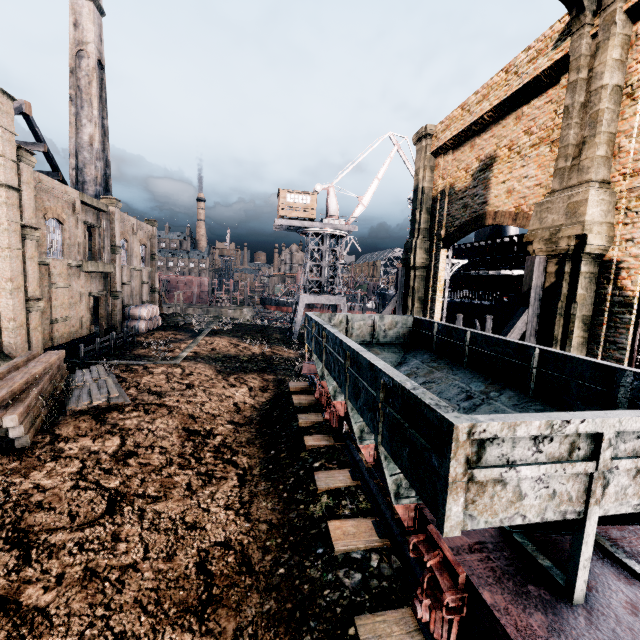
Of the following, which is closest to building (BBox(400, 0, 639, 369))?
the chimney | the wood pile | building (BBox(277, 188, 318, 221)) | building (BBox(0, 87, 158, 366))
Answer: the wood pile

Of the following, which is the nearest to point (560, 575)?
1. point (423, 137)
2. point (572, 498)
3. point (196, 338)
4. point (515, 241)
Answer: point (572, 498)

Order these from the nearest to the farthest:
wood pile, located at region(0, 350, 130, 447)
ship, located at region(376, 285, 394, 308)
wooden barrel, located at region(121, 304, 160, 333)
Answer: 1. wood pile, located at region(0, 350, 130, 447)
2. wooden barrel, located at region(121, 304, 160, 333)
3. ship, located at region(376, 285, 394, 308)

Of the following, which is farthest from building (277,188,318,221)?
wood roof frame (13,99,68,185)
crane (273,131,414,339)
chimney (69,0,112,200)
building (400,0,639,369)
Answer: wood roof frame (13,99,68,185)

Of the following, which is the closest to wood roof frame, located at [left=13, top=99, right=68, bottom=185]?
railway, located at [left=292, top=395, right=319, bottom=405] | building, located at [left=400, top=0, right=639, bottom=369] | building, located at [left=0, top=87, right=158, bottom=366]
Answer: building, located at [left=400, top=0, right=639, bottom=369]

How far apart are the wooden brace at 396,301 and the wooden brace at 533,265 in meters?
11.7

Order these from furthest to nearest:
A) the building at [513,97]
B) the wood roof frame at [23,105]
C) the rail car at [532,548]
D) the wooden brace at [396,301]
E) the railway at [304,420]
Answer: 1. the wood roof frame at [23,105]
2. the wooden brace at [396,301]
3. the railway at [304,420]
4. the building at [513,97]
5. the rail car at [532,548]

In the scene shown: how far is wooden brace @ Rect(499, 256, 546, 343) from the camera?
12.3m
